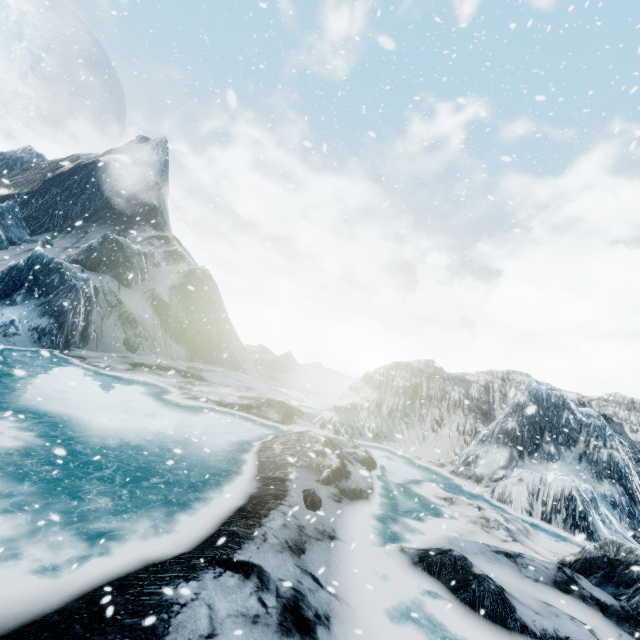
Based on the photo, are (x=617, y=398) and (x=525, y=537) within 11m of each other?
no
